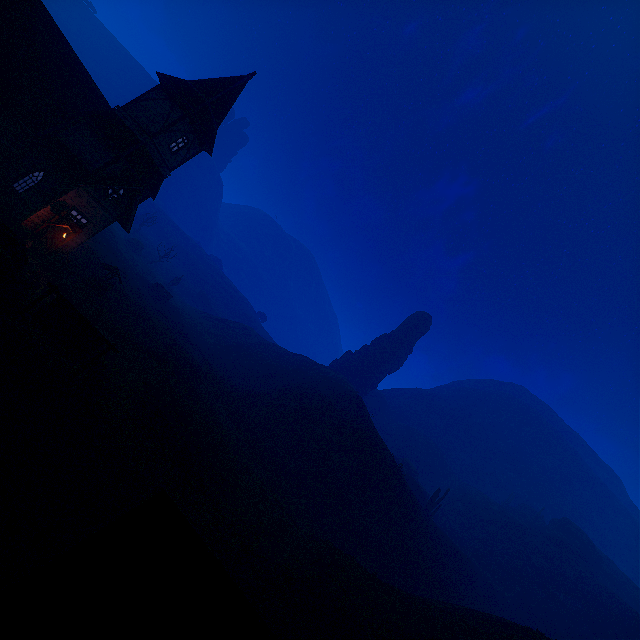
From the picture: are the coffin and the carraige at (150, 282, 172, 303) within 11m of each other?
no

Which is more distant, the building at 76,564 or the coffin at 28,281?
the coffin at 28,281

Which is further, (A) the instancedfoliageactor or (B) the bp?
(B) the bp

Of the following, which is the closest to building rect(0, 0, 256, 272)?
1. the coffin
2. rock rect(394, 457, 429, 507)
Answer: the coffin

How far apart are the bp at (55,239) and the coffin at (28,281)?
3.90m

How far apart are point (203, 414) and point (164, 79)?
23.7 meters

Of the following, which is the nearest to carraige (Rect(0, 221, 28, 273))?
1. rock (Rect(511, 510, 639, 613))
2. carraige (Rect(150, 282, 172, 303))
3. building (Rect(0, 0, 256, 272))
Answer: building (Rect(0, 0, 256, 272))

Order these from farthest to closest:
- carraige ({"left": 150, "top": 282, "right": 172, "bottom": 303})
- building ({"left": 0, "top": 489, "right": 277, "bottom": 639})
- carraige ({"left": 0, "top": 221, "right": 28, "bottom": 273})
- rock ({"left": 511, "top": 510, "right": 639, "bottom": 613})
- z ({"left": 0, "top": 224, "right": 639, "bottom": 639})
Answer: carraige ({"left": 150, "top": 282, "right": 172, "bottom": 303})
rock ({"left": 511, "top": 510, "right": 639, "bottom": 613})
carraige ({"left": 0, "top": 221, "right": 28, "bottom": 273})
z ({"left": 0, "top": 224, "right": 639, "bottom": 639})
building ({"left": 0, "top": 489, "right": 277, "bottom": 639})
